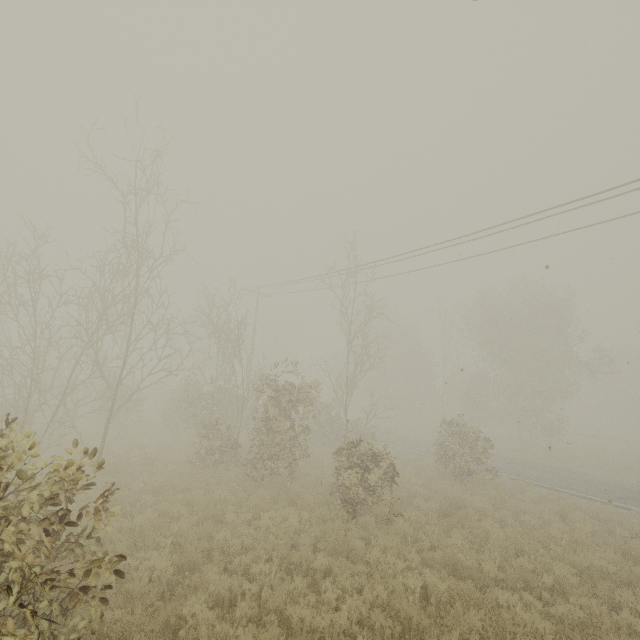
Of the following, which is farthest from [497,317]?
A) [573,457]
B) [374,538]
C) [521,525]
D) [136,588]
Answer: [136,588]
